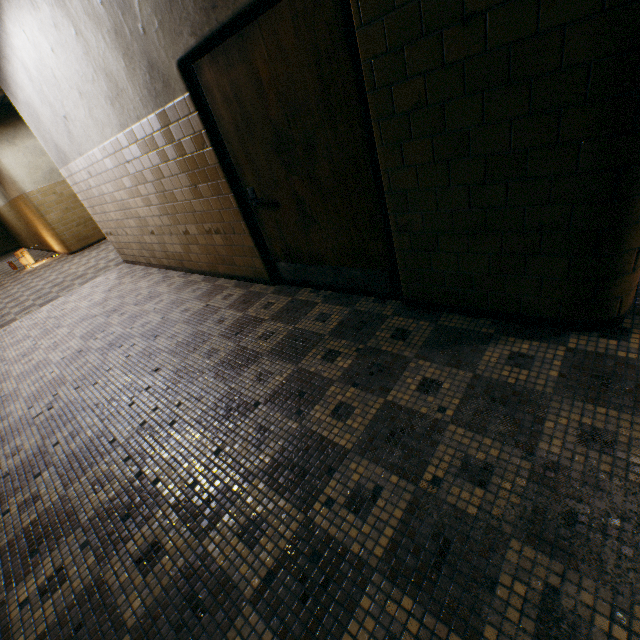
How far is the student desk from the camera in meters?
10.6 m

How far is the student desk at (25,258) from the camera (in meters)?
10.57

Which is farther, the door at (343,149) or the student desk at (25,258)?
the student desk at (25,258)

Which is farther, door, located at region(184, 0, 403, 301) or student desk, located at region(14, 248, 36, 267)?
student desk, located at region(14, 248, 36, 267)

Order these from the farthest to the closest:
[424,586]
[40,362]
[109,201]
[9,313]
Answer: [9,313] < [109,201] < [40,362] < [424,586]
